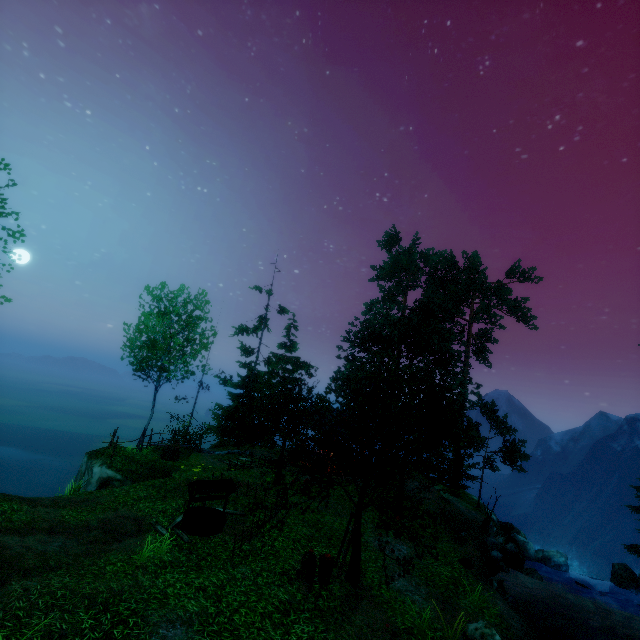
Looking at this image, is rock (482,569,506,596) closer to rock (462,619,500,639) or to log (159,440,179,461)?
rock (462,619,500,639)

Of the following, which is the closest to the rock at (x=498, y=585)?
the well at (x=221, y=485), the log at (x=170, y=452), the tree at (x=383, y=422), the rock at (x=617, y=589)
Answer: the tree at (x=383, y=422)

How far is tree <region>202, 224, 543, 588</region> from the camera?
10.2m

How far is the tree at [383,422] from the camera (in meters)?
10.23

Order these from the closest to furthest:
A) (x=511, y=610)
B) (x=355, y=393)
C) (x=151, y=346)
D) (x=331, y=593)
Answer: (x=331, y=593), (x=511, y=610), (x=151, y=346), (x=355, y=393)

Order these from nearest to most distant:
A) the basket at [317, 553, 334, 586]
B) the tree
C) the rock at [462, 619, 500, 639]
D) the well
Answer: the rock at [462, 619, 500, 639] < the basket at [317, 553, 334, 586] < the tree < the well

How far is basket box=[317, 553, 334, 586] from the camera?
9.4 meters

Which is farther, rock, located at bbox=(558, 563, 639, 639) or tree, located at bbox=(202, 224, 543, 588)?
rock, located at bbox=(558, 563, 639, 639)
